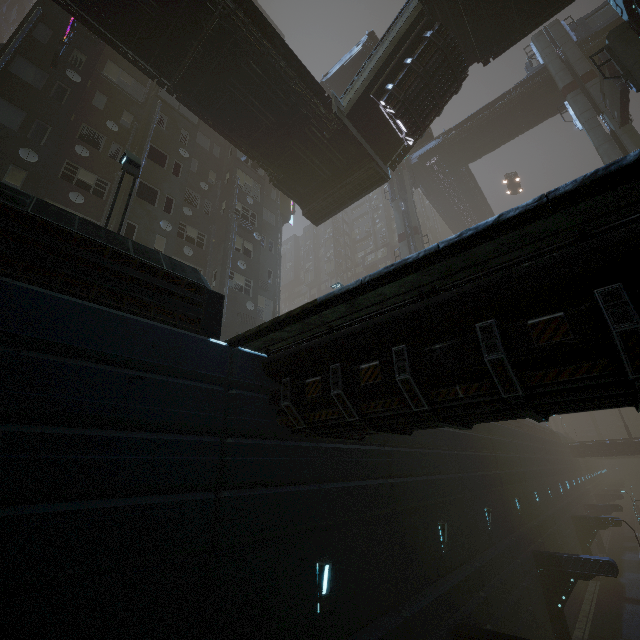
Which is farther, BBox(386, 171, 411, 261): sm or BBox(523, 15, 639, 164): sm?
BBox(386, 171, 411, 261): sm

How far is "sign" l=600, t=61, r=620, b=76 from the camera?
20.17m

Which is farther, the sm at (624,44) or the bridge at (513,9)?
the bridge at (513,9)

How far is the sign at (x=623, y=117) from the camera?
19.91m

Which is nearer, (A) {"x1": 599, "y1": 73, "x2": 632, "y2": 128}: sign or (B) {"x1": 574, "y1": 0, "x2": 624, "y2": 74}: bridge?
(A) {"x1": 599, "y1": 73, "x2": 632, "y2": 128}: sign

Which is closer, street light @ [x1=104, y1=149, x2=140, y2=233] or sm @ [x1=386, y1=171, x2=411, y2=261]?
street light @ [x1=104, y1=149, x2=140, y2=233]

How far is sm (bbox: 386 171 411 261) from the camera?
31.7m

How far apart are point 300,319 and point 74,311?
3.6 meters
